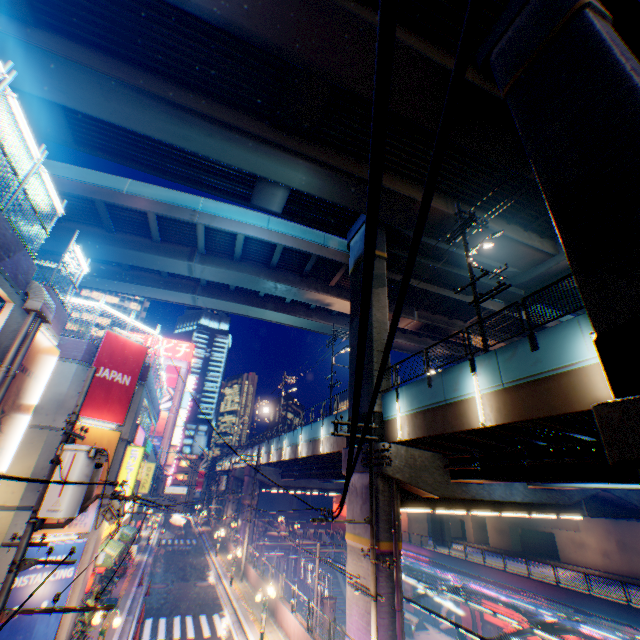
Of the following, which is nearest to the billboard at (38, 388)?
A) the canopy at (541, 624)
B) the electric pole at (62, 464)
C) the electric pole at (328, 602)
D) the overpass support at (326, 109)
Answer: the electric pole at (62, 464)

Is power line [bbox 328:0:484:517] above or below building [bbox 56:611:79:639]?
above

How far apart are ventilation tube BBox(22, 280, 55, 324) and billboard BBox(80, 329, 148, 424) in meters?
5.6 m

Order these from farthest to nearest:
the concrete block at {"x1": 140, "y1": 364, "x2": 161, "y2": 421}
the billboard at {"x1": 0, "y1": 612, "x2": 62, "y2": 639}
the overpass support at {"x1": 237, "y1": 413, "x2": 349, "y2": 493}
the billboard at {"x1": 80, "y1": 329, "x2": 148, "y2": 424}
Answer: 1. the overpass support at {"x1": 237, "y1": 413, "x2": 349, "y2": 493}
2. the concrete block at {"x1": 140, "y1": 364, "x2": 161, "y2": 421}
3. the billboard at {"x1": 80, "y1": 329, "x2": 148, "y2": 424}
4. the billboard at {"x1": 0, "y1": 612, "x2": 62, "y2": 639}

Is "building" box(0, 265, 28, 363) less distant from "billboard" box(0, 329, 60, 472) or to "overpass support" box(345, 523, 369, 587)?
"billboard" box(0, 329, 60, 472)

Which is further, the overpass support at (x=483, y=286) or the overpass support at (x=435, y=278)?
the overpass support at (x=483, y=286)

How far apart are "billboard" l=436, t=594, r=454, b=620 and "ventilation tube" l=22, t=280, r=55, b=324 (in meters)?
44.04

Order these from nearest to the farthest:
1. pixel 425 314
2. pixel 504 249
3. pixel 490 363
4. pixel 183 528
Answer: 1. pixel 490 363
2. pixel 504 249
3. pixel 425 314
4. pixel 183 528
